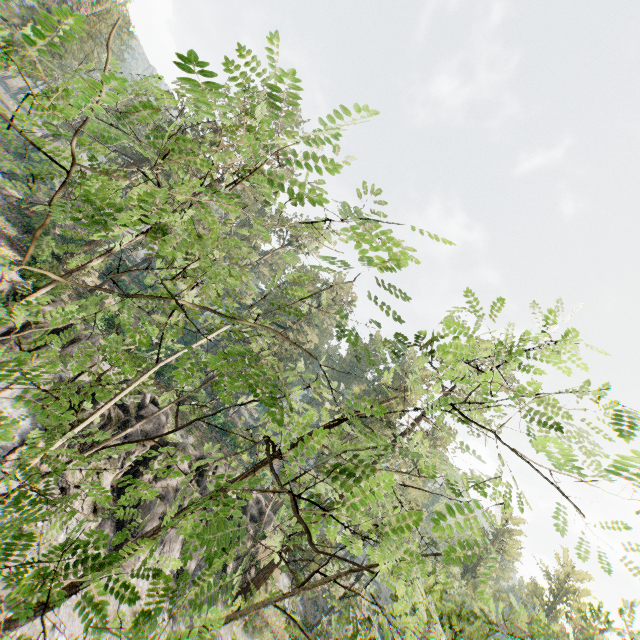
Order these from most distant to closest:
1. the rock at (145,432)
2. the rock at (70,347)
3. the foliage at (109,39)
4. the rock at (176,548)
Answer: the rock at (145,432) → the rock at (176,548) → the rock at (70,347) → the foliage at (109,39)

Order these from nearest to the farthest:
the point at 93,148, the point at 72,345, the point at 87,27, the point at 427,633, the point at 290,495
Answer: the point at 290,495
the point at 93,148
the point at 427,633
the point at 72,345
the point at 87,27

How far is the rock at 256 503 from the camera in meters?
31.0 m

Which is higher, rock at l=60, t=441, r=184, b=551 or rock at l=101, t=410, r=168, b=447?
rock at l=101, t=410, r=168, b=447

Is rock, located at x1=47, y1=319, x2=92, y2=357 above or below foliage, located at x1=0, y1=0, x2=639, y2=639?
below

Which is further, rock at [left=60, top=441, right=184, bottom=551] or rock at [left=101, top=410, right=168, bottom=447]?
rock at [left=101, top=410, right=168, bottom=447]
